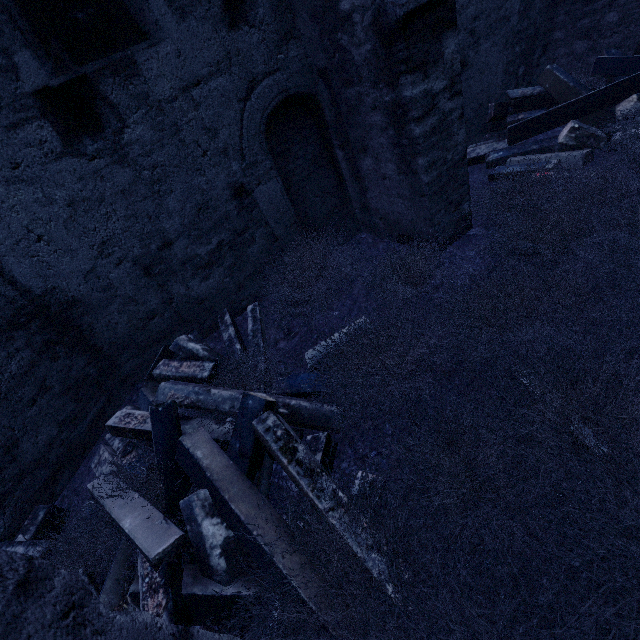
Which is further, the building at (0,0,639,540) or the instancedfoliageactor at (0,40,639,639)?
the building at (0,0,639,540)

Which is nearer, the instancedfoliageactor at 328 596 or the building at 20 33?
the instancedfoliageactor at 328 596

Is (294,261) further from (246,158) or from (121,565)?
(121,565)
